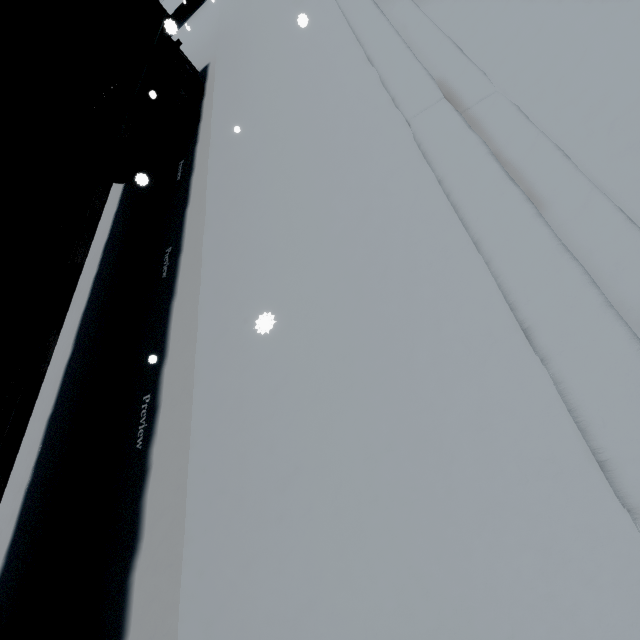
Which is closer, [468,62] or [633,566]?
[633,566]
